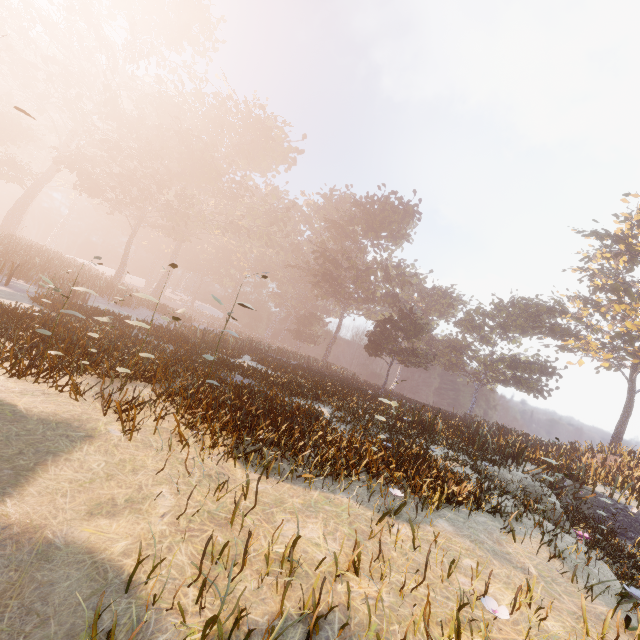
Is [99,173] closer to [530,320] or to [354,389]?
[354,389]
